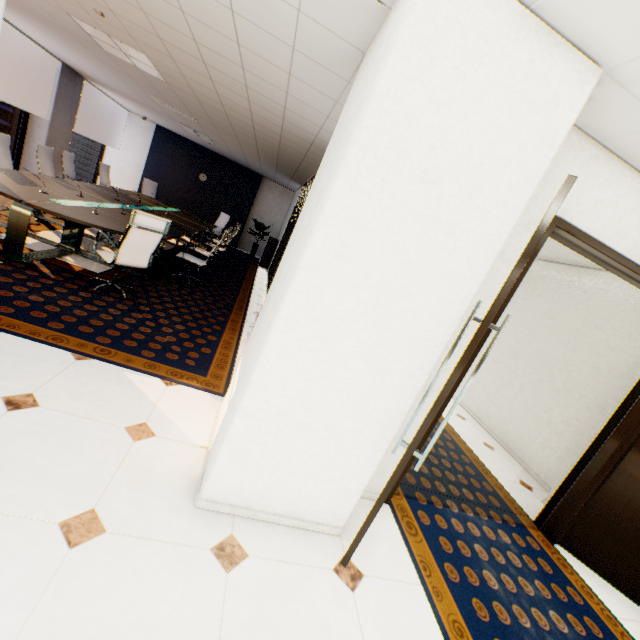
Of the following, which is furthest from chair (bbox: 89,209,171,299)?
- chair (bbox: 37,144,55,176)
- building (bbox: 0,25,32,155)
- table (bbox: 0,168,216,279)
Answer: building (bbox: 0,25,32,155)

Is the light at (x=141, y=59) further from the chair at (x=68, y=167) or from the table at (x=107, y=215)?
the chair at (x=68, y=167)

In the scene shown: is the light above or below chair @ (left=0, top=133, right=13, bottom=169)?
above

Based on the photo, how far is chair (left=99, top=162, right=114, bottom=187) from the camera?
8.39m

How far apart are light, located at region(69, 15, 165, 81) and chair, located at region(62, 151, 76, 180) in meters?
2.9

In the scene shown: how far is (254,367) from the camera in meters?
1.7 m

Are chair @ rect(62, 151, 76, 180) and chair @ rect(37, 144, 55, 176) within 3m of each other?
yes

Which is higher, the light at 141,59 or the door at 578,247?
the light at 141,59
